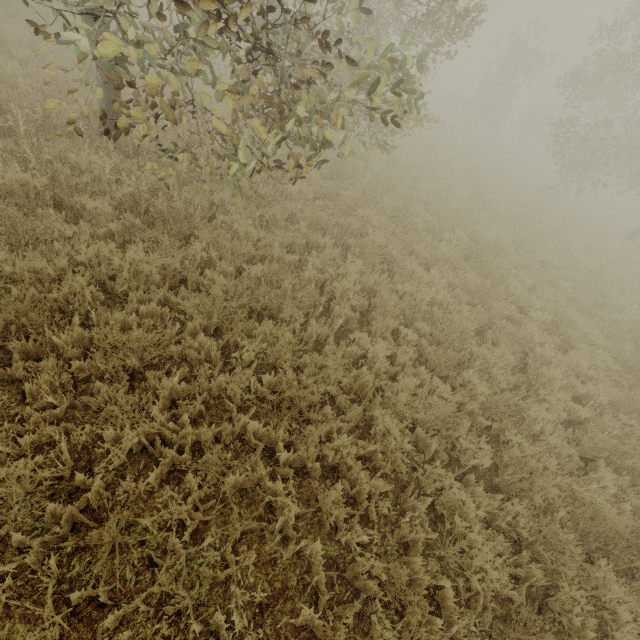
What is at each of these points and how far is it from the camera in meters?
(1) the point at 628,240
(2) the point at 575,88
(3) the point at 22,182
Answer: (1) tree, 15.3
(2) tree, 14.3
(3) tree, 4.8

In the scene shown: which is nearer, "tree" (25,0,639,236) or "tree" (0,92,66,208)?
"tree" (25,0,639,236)

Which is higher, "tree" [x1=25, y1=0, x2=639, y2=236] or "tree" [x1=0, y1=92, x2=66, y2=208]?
"tree" [x1=25, y1=0, x2=639, y2=236]

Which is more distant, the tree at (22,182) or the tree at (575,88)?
the tree at (22,182)

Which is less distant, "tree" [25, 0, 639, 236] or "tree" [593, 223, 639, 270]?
"tree" [25, 0, 639, 236]

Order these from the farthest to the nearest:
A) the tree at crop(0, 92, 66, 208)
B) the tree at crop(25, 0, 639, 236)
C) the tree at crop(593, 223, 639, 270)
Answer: the tree at crop(593, 223, 639, 270) < the tree at crop(0, 92, 66, 208) < the tree at crop(25, 0, 639, 236)

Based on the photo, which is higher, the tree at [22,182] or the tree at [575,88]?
Result: the tree at [575,88]
